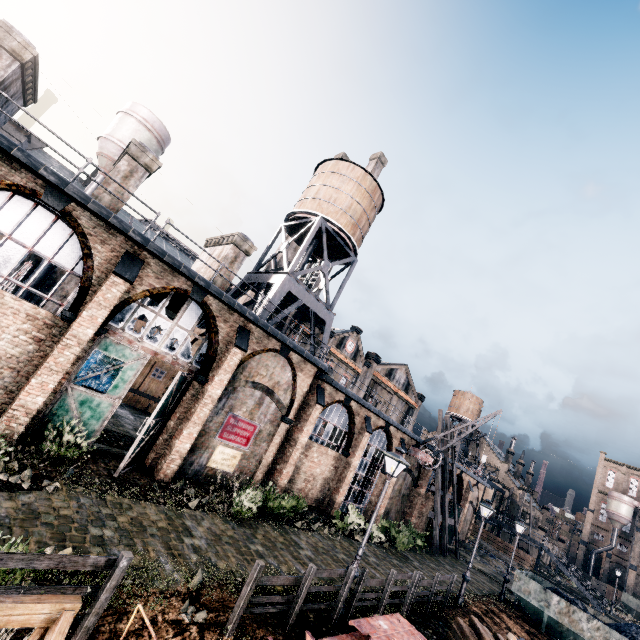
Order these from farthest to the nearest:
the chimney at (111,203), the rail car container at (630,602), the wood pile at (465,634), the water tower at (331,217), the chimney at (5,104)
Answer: the rail car container at (630,602), the water tower at (331,217), the chimney at (111,203), the chimney at (5,104), the wood pile at (465,634)

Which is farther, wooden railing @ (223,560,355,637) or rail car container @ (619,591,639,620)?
rail car container @ (619,591,639,620)

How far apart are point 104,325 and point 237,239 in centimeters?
912cm

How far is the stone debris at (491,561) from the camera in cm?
3468

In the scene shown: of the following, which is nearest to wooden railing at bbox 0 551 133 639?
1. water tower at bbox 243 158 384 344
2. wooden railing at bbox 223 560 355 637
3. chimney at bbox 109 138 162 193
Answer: wooden railing at bbox 223 560 355 637

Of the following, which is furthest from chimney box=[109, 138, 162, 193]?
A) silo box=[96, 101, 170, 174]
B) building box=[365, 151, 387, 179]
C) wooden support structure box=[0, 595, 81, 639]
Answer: building box=[365, 151, 387, 179]

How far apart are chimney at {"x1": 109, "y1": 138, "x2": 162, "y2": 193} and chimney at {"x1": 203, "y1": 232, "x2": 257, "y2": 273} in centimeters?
491cm

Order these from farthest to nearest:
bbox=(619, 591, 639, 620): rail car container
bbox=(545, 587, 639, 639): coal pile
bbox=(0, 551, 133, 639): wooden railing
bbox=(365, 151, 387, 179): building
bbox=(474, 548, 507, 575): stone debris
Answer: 1. bbox=(619, 591, 639, 620): rail car container
2. bbox=(365, 151, 387, 179): building
3. bbox=(474, 548, 507, 575): stone debris
4. bbox=(545, 587, 639, 639): coal pile
5. bbox=(0, 551, 133, 639): wooden railing
